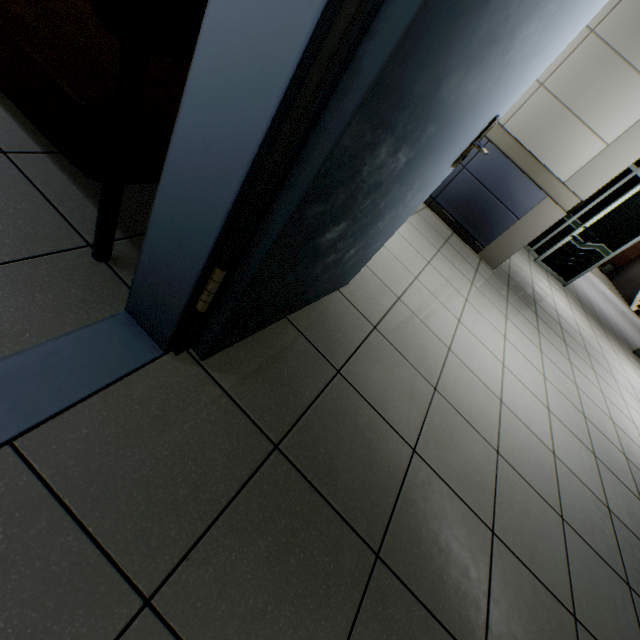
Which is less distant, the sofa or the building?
the sofa

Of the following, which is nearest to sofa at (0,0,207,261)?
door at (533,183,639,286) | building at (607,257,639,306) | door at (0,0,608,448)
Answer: door at (0,0,608,448)

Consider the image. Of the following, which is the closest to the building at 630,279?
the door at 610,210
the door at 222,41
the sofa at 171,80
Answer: the door at 610,210

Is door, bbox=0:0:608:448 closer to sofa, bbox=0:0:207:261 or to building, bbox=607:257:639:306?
sofa, bbox=0:0:207:261

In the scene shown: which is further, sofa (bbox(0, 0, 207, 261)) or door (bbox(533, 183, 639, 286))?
door (bbox(533, 183, 639, 286))

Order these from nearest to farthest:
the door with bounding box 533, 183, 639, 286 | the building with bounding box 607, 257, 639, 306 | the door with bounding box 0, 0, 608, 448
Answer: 1. the door with bounding box 0, 0, 608, 448
2. the door with bounding box 533, 183, 639, 286
3. the building with bounding box 607, 257, 639, 306

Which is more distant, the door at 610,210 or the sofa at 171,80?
the door at 610,210

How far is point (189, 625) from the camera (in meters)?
0.74
